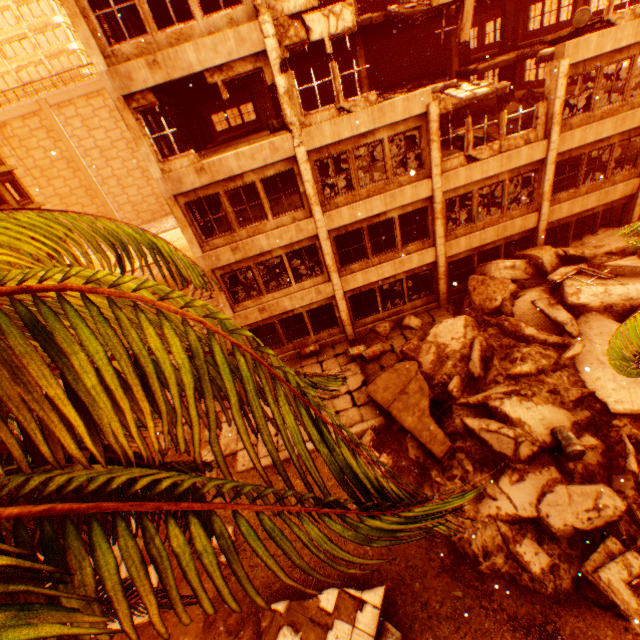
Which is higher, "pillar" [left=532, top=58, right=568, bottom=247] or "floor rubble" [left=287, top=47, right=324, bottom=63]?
"floor rubble" [left=287, top=47, right=324, bottom=63]

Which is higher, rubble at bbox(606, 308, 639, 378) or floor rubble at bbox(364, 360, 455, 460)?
rubble at bbox(606, 308, 639, 378)

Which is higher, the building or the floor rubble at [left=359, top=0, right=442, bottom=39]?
the building

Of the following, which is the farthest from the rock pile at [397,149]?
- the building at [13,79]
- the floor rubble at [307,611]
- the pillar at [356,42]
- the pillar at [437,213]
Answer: the building at [13,79]

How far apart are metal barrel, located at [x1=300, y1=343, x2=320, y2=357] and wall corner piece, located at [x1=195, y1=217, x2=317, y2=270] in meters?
5.1 m

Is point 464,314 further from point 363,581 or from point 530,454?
point 363,581

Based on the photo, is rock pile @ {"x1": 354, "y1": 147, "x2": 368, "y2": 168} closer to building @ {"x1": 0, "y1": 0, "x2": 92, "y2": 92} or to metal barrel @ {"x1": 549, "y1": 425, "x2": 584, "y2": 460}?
metal barrel @ {"x1": 549, "y1": 425, "x2": 584, "y2": 460}

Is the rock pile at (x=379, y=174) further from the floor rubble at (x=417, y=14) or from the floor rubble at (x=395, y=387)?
the floor rubble at (x=395, y=387)
